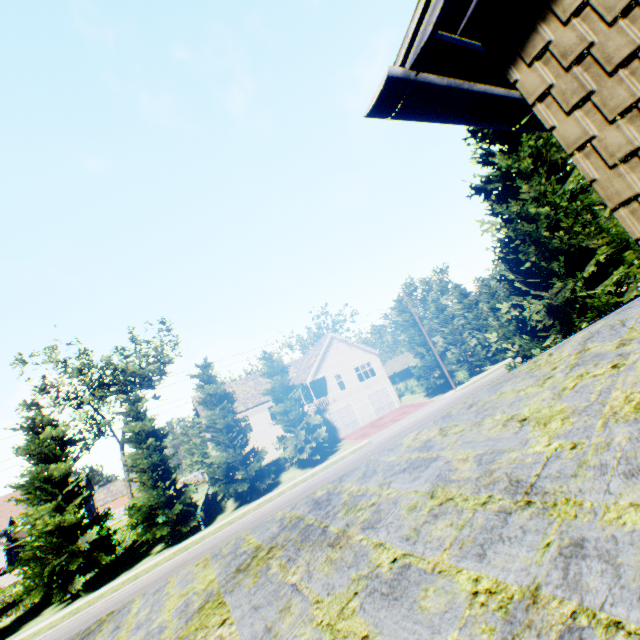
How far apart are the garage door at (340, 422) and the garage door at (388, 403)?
2.16m

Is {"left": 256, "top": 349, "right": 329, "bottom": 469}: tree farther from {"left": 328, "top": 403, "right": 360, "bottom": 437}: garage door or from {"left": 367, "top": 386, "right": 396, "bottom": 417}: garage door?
{"left": 328, "top": 403, "right": 360, "bottom": 437}: garage door

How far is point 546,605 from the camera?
0.92m

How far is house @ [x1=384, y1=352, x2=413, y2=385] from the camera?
50.72m

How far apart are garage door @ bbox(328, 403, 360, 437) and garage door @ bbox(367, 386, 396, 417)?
2.2m

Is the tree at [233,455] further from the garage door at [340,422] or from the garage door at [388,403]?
the garage door at [340,422]

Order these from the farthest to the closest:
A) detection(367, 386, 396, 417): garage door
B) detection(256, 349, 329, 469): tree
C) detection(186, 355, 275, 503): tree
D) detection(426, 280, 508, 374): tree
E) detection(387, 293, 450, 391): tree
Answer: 1. detection(426, 280, 508, 374): tree
2. detection(367, 386, 396, 417): garage door
3. detection(387, 293, 450, 391): tree
4. detection(256, 349, 329, 469): tree
5. detection(186, 355, 275, 503): tree

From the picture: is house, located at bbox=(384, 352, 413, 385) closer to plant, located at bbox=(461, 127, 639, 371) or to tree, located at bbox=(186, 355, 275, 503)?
tree, located at bbox=(186, 355, 275, 503)
